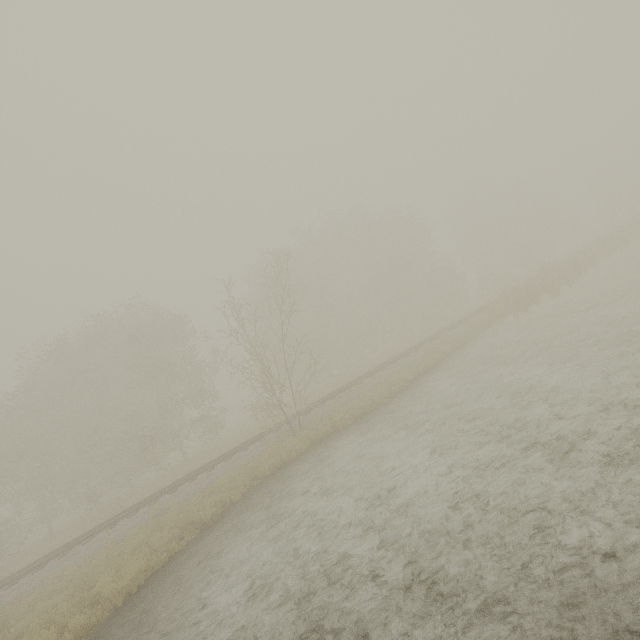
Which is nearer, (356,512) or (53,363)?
(356,512)
